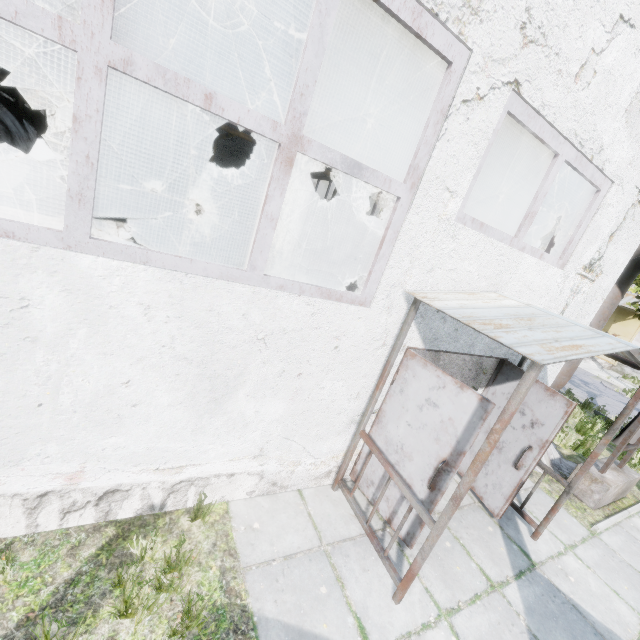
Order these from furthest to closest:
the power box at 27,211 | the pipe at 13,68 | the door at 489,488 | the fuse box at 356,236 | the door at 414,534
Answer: the fuse box at 356,236
the pipe at 13,68
the power box at 27,211
the door at 489,488
the door at 414,534

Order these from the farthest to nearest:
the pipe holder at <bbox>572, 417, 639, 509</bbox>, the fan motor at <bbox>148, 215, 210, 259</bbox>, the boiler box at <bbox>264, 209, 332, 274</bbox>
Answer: the boiler box at <bbox>264, 209, 332, 274</bbox>
the fan motor at <bbox>148, 215, 210, 259</bbox>
the pipe holder at <bbox>572, 417, 639, 509</bbox>

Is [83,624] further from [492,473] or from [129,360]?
[492,473]

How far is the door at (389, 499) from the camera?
4.0m

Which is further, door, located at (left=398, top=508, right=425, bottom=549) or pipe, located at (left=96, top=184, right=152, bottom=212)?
pipe, located at (left=96, top=184, right=152, bottom=212)

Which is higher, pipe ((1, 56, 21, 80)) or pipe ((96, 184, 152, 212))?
pipe ((1, 56, 21, 80))

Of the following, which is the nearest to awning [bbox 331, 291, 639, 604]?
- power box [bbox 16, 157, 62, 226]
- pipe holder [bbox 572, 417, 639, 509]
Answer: pipe holder [bbox 572, 417, 639, 509]

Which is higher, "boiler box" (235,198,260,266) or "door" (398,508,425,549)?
"boiler box" (235,198,260,266)
